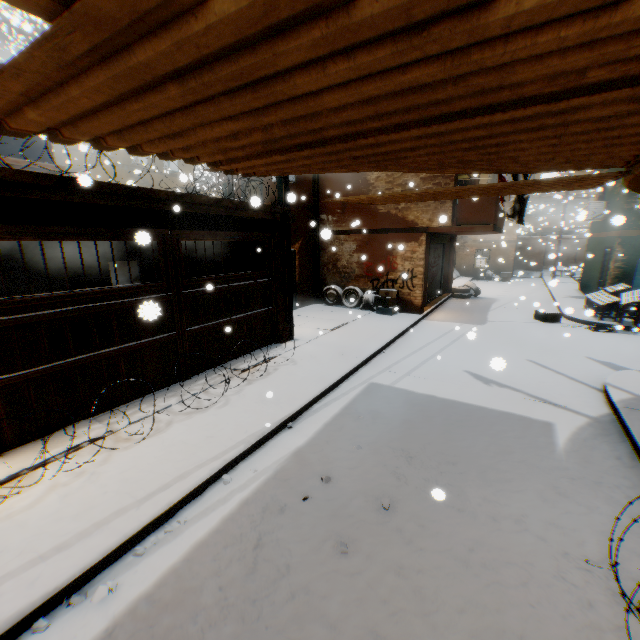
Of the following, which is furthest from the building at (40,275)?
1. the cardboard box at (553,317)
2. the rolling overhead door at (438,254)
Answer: the cardboard box at (553,317)

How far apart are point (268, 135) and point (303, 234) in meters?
12.0

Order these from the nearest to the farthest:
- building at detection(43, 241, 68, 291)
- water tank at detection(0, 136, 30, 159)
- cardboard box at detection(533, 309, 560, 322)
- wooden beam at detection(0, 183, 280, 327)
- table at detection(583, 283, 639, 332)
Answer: wooden beam at detection(0, 183, 280, 327), water tank at detection(0, 136, 30, 159), building at detection(43, 241, 68, 291), table at detection(583, 283, 639, 332), cardboard box at detection(533, 309, 560, 322)

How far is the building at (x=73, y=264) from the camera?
9.34m

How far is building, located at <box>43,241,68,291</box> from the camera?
9.0m

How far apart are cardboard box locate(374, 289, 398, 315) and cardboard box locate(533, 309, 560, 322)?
4.76m

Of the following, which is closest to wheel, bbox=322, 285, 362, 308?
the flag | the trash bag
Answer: the trash bag

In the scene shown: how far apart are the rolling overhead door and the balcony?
0.0m
